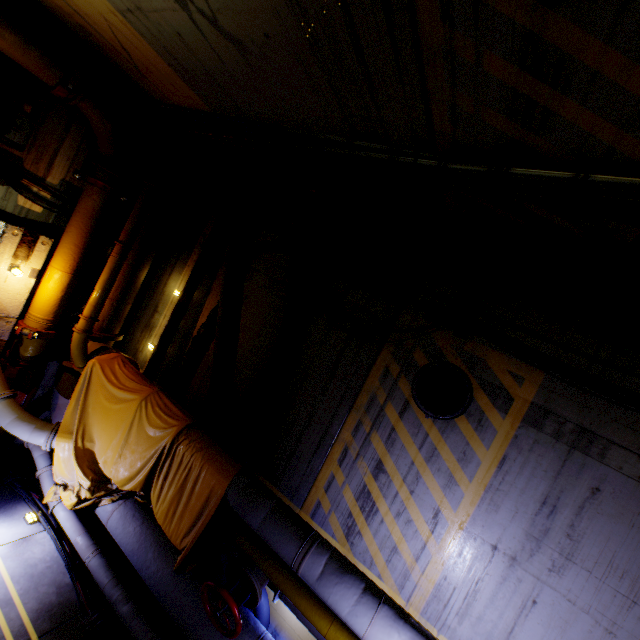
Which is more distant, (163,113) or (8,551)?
(163,113)

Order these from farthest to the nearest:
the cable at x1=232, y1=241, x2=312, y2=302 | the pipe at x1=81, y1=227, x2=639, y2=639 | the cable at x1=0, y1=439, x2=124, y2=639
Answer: the cable at x1=232, y1=241, x2=312, y2=302 → the cable at x1=0, y1=439, x2=124, y2=639 → the pipe at x1=81, y1=227, x2=639, y2=639

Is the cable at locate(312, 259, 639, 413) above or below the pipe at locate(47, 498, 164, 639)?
above

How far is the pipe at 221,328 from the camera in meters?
6.1

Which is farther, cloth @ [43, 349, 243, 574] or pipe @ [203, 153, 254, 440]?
pipe @ [203, 153, 254, 440]

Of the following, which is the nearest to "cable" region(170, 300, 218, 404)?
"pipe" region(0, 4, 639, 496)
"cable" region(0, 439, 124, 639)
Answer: "pipe" region(0, 4, 639, 496)

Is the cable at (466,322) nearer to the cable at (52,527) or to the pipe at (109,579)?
the pipe at (109,579)

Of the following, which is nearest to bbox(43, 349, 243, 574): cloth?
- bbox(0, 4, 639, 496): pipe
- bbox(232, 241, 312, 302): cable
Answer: bbox(0, 4, 639, 496): pipe
